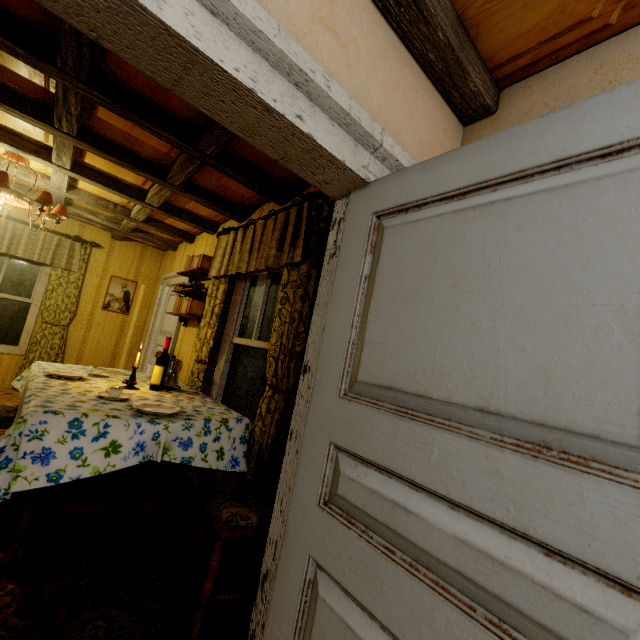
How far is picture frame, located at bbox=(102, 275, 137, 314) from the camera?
5.7m

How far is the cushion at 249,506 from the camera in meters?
1.5

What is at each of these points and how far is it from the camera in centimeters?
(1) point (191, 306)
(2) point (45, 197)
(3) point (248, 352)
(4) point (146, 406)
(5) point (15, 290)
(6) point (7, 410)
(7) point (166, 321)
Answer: (1) book, 369cm
(2) ceiling light, 324cm
(3) window, 305cm
(4) plate, 208cm
(5) window, 498cm
(6) cushion, 233cm
(7) door, 525cm

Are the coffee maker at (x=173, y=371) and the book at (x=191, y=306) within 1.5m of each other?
yes

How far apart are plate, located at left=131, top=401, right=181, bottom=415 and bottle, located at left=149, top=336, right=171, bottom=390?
0.7 meters

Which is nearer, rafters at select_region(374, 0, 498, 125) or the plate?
rafters at select_region(374, 0, 498, 125)

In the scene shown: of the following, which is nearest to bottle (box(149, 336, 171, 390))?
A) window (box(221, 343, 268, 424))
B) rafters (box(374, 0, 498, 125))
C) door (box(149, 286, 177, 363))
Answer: window (box(221, 343, 268, 424))

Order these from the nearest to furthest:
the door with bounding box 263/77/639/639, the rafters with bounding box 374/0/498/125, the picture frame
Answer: the door with bounding box 263/77/639/639 → the rafters with bounding box 374/0/498/125 → the picture frame
